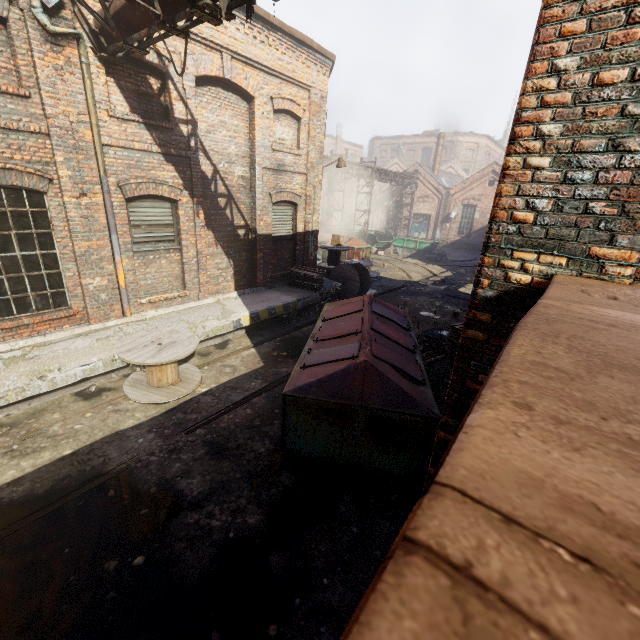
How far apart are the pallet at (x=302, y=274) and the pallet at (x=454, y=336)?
5.2 meters

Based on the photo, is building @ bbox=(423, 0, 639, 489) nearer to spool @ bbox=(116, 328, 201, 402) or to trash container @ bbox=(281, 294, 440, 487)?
trash container @ bbox=(281, 294, 440, 487)

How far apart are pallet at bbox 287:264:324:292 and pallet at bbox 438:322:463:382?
5.2m

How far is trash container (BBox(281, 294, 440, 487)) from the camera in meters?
4.5 m

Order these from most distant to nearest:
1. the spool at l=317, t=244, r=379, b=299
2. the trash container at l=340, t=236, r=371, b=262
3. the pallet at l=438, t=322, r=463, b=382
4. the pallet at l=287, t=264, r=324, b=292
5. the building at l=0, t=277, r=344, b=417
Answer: the trash container at l=340, t=236, r=371, b=262 < the spool at l=317, t=244, r=379, b=299 < the pallet at l=287, t=264, r=324, b=292 < the pallet at l=438, t=322, r=463, b=382 < the building at l=0, t=277, r=344, b=417

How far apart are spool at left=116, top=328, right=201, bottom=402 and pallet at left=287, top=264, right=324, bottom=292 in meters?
5.1

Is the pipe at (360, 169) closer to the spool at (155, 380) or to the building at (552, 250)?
the spool at (155, 380)

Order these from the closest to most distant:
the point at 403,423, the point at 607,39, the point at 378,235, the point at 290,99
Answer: the point at 607,39 → the point at 403,423 → the point at 290,99 → the point at 378,235
